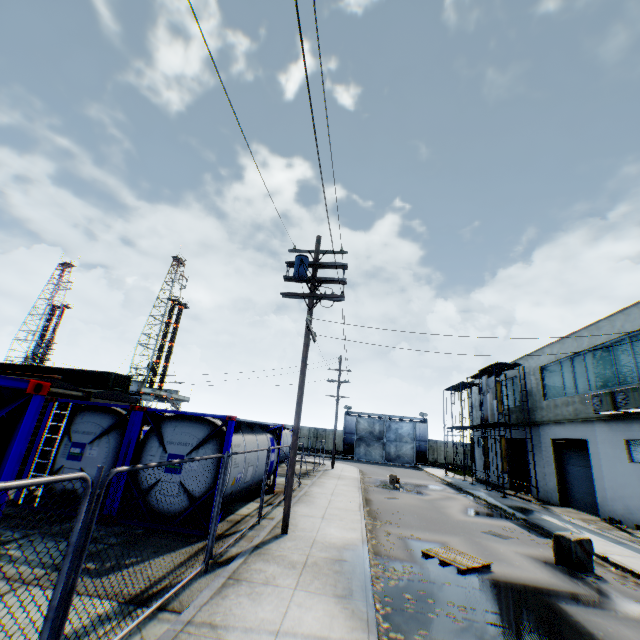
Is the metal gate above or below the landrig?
below

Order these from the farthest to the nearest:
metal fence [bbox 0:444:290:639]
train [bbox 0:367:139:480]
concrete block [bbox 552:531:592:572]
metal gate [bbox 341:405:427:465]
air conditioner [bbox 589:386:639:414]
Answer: metal gate [bbox 341:405:427:465], air conditioner [bbox 589:386:639:414], train [bbox 0:367:139:480], concrete block [bbox 552:531:592:572], metal fence [bbox 0:444:290:639]

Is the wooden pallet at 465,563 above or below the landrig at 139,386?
below

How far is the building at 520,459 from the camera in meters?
24.4

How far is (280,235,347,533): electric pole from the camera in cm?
955

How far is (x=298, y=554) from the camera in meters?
7.7

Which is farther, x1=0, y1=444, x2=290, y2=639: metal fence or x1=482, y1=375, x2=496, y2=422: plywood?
x1=482, y1=375, x2=496, y2=422: plywood

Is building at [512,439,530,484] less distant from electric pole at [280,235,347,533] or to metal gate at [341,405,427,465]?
metal gate at [341,405,427,465]
